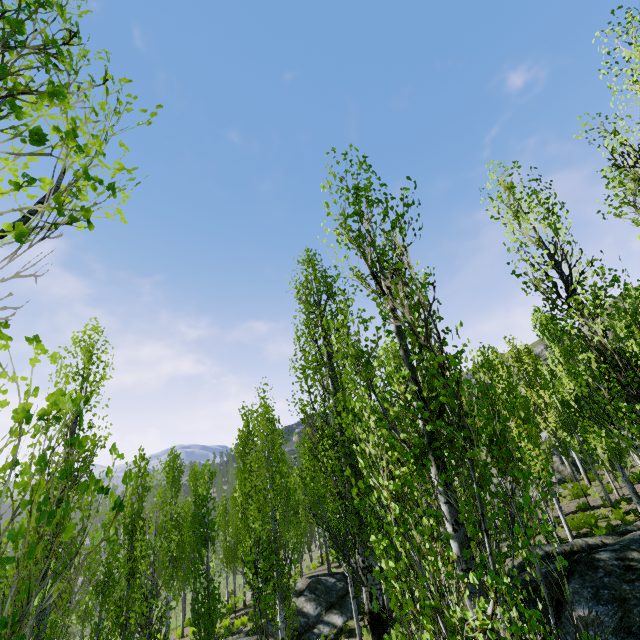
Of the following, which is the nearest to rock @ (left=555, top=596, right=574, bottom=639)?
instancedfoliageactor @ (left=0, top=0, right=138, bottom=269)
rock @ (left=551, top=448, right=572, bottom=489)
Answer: instancedfoliageactor @ (left=0, top=0, right=138, bottom=269)

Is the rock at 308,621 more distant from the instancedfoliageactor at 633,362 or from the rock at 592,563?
the rock at 592,563

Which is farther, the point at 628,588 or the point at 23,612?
the point at 628,588

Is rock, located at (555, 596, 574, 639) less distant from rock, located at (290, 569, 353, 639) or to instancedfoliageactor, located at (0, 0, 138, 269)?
instancedfoliageactor, located at (0, 0, 138, 269)

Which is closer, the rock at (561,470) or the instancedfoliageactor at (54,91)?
the instancedfoliageactor at (54,91)
